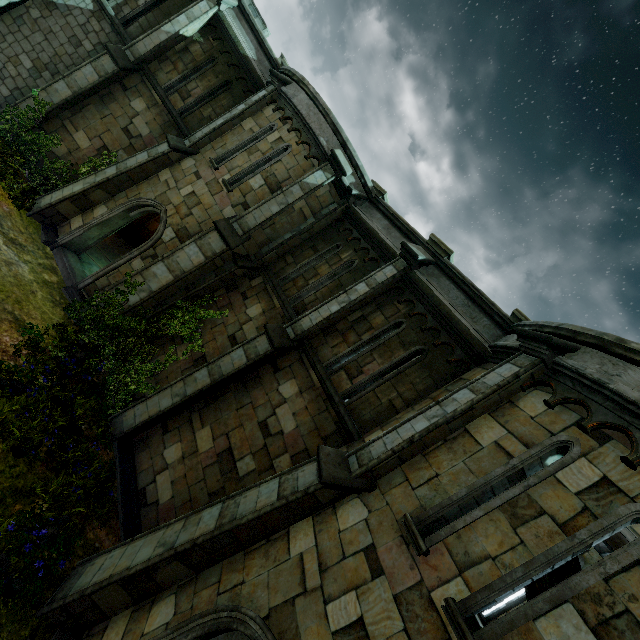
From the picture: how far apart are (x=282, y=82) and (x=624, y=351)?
12.33m

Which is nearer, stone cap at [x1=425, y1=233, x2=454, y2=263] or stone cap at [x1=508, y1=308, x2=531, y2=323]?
stone cap at [x1=508, y1=308, x2=531, y2=323]

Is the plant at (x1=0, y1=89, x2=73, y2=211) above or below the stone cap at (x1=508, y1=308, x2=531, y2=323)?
below

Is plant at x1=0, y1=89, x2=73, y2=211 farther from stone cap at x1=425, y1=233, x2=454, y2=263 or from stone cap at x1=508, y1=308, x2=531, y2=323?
stone cap at x1=508, y1=308, x2=531, y2=323

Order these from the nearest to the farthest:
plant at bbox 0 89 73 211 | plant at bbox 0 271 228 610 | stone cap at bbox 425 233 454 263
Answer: plant at bbox 0 271 228 610 < stone cap at bbox 425 233 454 263 < plant at bbox 0 89 73 211

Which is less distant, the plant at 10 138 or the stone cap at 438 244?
the stone cap at 438 244

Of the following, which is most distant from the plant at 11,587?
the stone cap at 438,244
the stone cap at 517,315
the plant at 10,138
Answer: the stone cap at 517,315

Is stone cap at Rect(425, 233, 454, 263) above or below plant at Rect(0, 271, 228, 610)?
above
